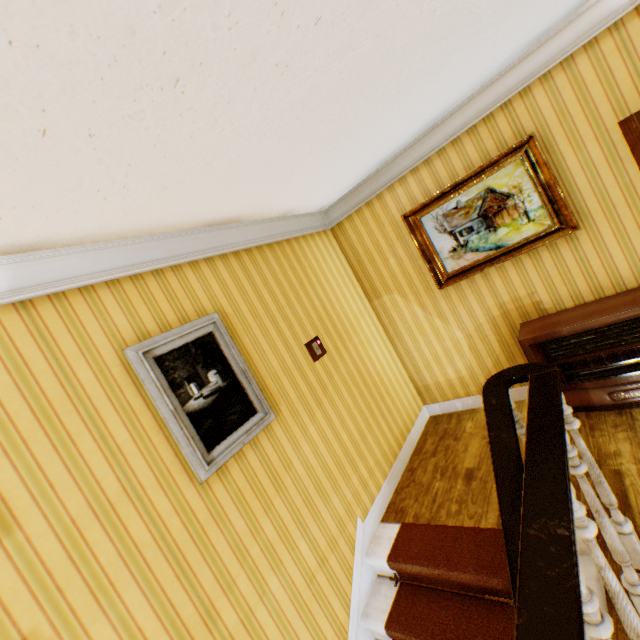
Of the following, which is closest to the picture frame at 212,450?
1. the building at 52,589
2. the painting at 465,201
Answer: the building at 52,589

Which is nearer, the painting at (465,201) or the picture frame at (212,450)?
the picture frame at (212,450)

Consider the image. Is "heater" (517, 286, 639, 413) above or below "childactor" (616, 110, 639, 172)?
below

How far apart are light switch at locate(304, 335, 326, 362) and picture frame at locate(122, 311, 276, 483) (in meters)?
0.75

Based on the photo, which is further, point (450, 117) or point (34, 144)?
point (450, 117)

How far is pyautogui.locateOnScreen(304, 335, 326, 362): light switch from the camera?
3.27m

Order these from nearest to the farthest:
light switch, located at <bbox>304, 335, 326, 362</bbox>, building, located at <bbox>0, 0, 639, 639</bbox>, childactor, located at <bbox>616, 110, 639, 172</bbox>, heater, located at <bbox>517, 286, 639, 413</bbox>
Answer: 1. building, located at <bbox>0, 0, 639, 639</bbox>
2. childactor, located at <bbox>616, 110, 639, 172</bbox>
3. heater, located at <bbox>517, 286, 639, 413</bbox>
4. light switch, located at <bbox>304, 335, 326, 362</bbox>

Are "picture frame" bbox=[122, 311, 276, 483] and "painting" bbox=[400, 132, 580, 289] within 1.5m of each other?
no
